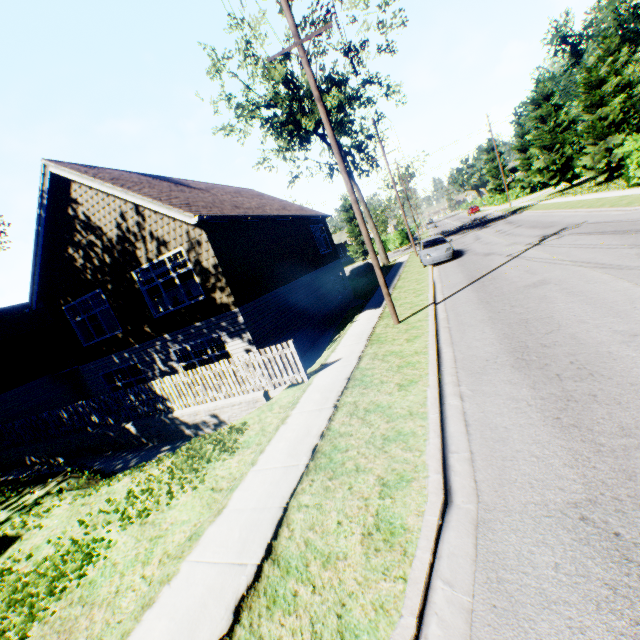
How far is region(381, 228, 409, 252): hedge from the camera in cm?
4825

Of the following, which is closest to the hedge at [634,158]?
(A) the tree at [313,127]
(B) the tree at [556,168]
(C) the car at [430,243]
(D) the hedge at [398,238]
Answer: (B) the tree at [556,168]

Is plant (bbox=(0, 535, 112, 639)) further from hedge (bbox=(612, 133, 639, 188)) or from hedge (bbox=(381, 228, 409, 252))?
hedge (bbox=(612, 133, 639, 188))

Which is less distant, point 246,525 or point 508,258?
point 246,525

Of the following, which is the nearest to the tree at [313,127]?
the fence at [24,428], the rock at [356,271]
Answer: the fence at [24,428]

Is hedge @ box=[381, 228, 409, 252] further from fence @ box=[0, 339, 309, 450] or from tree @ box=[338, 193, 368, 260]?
fence @ box=[0, 339, 309, 450]

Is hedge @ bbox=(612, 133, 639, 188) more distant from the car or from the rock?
the rock

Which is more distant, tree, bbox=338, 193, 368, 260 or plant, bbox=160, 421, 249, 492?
tree, bbox=338, 193, 368, 260
